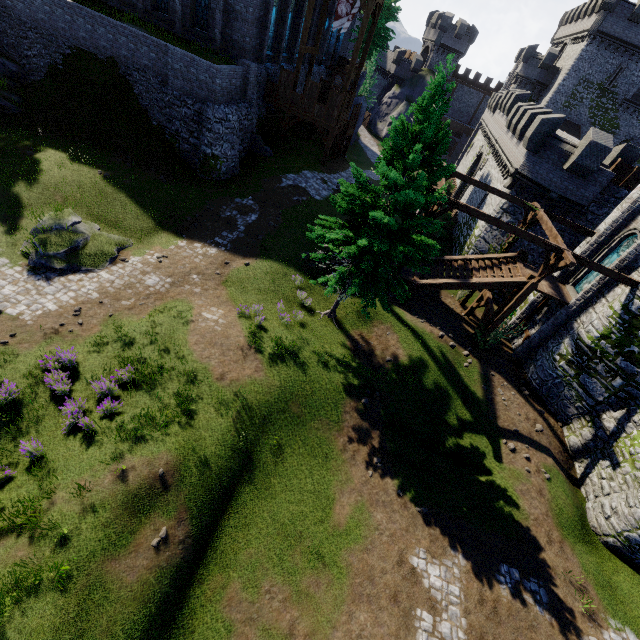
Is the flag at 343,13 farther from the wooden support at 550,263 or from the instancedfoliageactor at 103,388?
the instancedfoliageactor at 103,388

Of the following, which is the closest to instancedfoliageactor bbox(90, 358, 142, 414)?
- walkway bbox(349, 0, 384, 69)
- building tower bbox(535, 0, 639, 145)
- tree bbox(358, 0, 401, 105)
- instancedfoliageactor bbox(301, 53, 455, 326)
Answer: instancedfoliageactor bbox(301, 53, 455, 326)

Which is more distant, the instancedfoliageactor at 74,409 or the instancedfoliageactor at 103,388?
the instancedfoliageactor at 103,388

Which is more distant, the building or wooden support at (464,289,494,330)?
the building

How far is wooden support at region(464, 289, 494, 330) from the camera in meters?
19.0

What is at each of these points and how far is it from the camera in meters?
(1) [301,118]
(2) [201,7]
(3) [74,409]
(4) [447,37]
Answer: (1) walkway, 25.2 m
(2) window glass, 21.4 m
(3) instancedfoliageactor, 10.1 m
(4) building tower, 50.9 m

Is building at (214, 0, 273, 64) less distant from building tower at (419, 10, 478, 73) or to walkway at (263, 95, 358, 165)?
walkway at (263, 95, 358, 165)

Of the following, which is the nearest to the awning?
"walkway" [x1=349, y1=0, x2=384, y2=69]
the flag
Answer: "walkway" [x1=349, y1=0, x2=384, y2=69]
